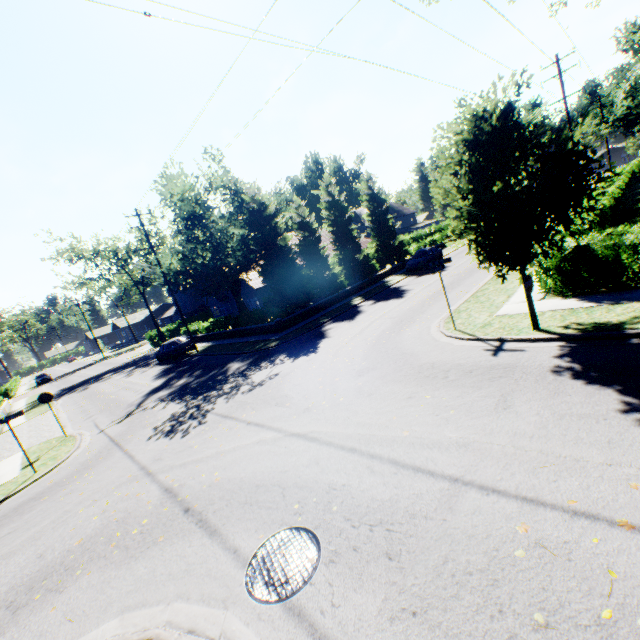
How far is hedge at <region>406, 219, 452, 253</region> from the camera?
38.34m

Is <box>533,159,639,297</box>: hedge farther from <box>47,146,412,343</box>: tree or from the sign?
the sign

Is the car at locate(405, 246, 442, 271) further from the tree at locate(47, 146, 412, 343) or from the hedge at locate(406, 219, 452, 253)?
the hedge at locate(406, 219, 452, 253)

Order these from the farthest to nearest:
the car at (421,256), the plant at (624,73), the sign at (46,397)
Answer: the plant at (624,73) → the car at (421,256) → the sign at (46,397)

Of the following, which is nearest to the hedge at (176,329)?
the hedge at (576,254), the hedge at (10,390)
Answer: the hedge at (576,254)

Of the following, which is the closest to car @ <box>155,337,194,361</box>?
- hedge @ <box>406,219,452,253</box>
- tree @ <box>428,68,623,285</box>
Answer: tree @ <box>428,68,623,285</box>

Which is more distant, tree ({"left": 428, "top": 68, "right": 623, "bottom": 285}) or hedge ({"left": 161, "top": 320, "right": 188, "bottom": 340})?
hedge ({"left": 161, "top": 320, "right": 188, "bottom": 340})

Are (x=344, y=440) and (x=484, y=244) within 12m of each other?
yes
